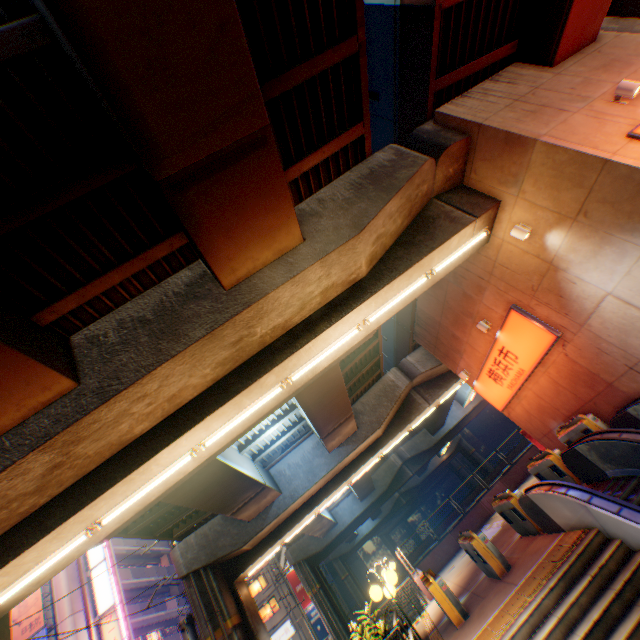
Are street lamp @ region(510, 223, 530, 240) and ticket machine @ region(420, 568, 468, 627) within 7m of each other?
no

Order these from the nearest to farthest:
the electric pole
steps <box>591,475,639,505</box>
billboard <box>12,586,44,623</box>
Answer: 1. steps <box>591,475,639,505</box>
2. the electric pole
3. billboard <box>12,586,44,623</box>

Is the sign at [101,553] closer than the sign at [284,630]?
Yes

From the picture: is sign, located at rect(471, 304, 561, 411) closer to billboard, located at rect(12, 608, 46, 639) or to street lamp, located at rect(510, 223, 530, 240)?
street lamp, located at rect(510, 223, 530, 240)

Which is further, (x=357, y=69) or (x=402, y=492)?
(x=402, y=492)

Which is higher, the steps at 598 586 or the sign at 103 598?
the sign at 103 598

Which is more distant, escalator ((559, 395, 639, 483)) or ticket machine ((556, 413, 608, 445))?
ticket machine ((556, 413, 608, 445))

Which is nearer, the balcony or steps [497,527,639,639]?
steps [497,527,639,639]
